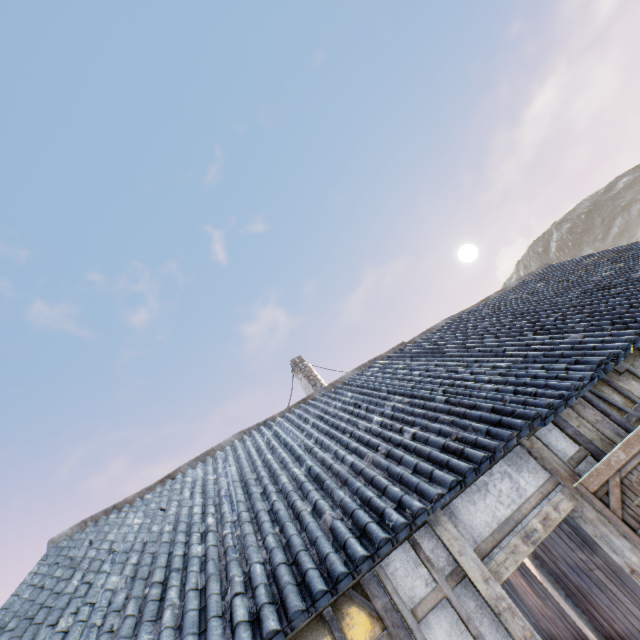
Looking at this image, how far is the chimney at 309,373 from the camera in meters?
10.9 m

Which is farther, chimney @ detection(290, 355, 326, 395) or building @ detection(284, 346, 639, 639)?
chimney @ detection(290, 355, 326, 395)

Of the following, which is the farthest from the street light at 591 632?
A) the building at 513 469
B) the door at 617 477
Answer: the door at 617 477

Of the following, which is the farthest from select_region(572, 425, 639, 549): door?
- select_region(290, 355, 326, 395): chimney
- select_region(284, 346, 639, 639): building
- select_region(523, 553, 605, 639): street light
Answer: select_region(290, 355, 326, 395): chimney

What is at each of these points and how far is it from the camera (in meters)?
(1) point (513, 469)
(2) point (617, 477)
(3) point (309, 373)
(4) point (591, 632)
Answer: (1) building, 3.32
(2) door, 3.05
(3) chimney, 11.23
(4) street light, 4.56

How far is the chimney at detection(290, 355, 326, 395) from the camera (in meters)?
10.89

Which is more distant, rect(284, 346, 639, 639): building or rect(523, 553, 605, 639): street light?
rect(523, 553, 605, 639): street light

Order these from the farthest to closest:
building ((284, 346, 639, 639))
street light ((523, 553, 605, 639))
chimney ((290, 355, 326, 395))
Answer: chimney ((290, 355, 326, 395)) < street light ((523, 553, 605, 639)) < building ((284, 346, 639, 639))
